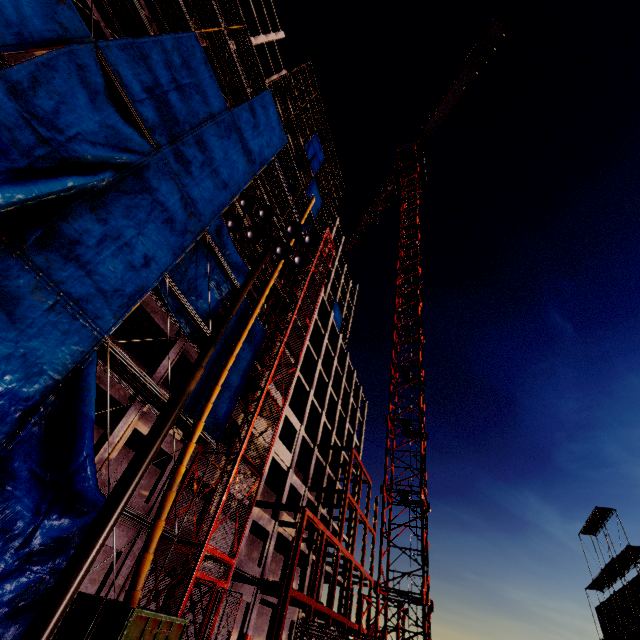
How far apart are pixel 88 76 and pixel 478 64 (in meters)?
65.09

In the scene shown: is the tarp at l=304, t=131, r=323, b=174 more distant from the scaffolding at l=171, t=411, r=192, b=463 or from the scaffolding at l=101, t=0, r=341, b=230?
the scaffolding at l=171, t=411, r=192, b=463

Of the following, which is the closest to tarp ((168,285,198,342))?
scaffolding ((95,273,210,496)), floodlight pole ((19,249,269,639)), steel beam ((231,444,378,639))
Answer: scaffolding ((95,273,210,496))

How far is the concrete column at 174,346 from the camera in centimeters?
1638cm

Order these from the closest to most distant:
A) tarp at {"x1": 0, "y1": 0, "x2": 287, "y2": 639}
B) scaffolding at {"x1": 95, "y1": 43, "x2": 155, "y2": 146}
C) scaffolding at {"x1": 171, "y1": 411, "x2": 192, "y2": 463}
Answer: tarp at {"x1": 0, "y1": 0, "x2": 287, "y2": 639}
scaffolding at {"x1": 95, "y1": 43, "x2": 155, "y2": 146}
scaffolding at {"x1": 171, "y1": 411, "x2": 192, "y2": 463}

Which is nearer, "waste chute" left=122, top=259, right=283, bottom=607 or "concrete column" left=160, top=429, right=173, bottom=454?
"waste chute" left=122, top=259, right=283, bottom=607

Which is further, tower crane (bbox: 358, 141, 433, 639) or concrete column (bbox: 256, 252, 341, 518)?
concrete column (bbox: 256, 252, 341, 518)

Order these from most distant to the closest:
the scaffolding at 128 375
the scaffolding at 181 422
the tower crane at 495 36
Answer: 1. the tower crane at 495 36
2. the scaffolding at 181 422
3. the scaffolding at 128 375
